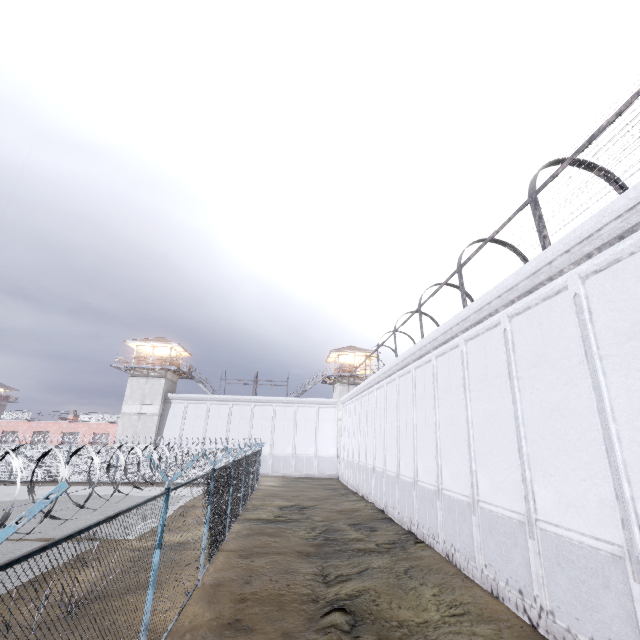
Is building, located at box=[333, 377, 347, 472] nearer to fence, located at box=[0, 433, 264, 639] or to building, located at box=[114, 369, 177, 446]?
fence, located at box=[0, 433, 264, 639]

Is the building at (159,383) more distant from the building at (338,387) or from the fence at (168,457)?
the building at (338,387)

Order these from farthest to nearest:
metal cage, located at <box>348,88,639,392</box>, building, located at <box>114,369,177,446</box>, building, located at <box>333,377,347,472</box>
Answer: building, located at <box>333,377,347,472</box>
building, located at <box>114,369,177,446</box>
metal cage, located at <box>348,88,639,392</box>

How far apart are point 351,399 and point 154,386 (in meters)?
22.31

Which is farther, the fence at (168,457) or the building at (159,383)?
the building at (159,383)

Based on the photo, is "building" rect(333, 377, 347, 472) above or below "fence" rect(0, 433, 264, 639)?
above

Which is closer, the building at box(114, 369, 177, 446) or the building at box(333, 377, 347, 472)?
the building at box(114, 369, 177, 446)

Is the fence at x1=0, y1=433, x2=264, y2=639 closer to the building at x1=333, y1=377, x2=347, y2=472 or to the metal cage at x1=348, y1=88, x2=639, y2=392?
the metal cage at x1=348, y1=88, x2=639, y2=392
